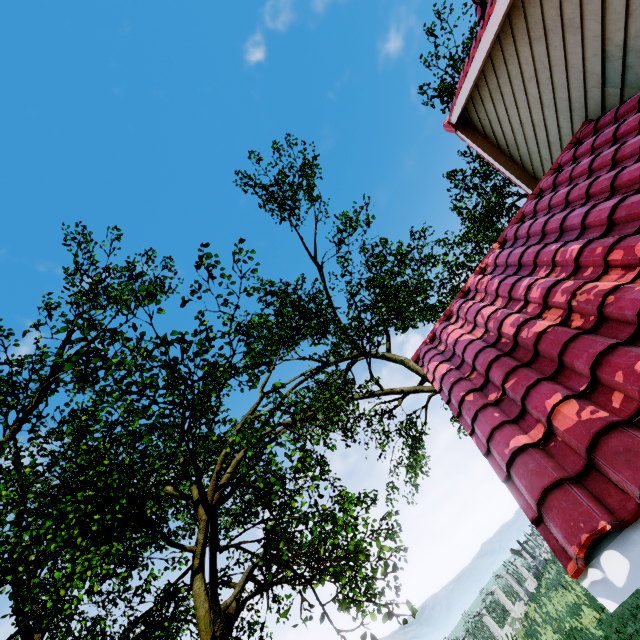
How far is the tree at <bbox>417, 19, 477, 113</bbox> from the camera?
15.9m

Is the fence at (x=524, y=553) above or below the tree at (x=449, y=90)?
below

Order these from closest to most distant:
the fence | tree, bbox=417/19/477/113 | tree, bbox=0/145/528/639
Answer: tree, bbox=0/145/528/639 < tree, bbox=417/19/477/113 < the fence

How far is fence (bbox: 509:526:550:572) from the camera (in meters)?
26.59

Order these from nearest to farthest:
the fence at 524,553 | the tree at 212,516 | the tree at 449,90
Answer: the tree at 212,516
the tree at 449,90
the fence at 524,553

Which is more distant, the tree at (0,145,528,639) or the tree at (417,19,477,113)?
the tree at (417,19,477,113)

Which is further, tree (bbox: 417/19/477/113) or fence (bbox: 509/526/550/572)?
fence (bbox: 509/526/550/572)

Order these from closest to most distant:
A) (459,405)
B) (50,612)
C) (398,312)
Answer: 1. (459,405)
2. (50,612)
3. (398,312)
